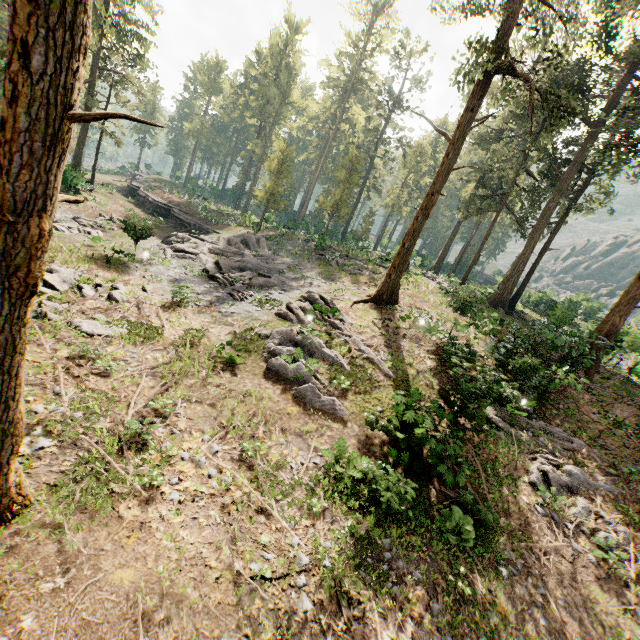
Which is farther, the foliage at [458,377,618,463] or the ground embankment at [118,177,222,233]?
the ground embankment at [118,177,222,233]

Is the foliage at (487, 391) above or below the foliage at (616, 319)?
below

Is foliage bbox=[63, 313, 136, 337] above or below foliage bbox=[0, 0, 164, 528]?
below

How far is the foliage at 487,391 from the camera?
11.4 meters

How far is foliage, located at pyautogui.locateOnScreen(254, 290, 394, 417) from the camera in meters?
12.0

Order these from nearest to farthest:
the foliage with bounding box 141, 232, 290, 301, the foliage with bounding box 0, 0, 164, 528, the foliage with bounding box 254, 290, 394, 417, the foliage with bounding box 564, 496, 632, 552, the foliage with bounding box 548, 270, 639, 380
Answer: the foliage with bounding box 0, 0, 164, 528
the foliage with bounding box 564, 496, 632, 552
the foliage with bounding box 254, 290, 394, 417
the foliage with bounding box 548, 270, 639, 380
the foliage with bounding box 141, 232, 290, 301

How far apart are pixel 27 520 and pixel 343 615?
6.1m
